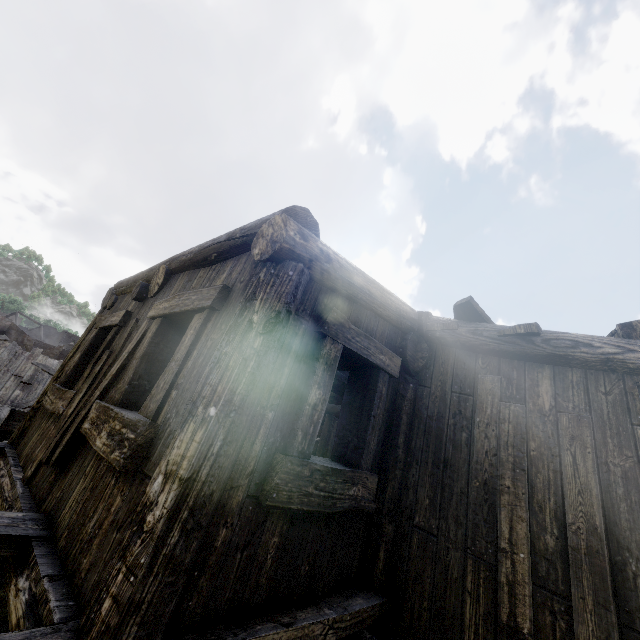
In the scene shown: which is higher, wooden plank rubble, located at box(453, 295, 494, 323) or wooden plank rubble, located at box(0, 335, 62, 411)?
wooden plank rubble, located at box(453, 295, 494, 323)

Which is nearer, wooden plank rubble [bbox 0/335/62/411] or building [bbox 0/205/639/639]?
building [bbox 0/205/639/639]

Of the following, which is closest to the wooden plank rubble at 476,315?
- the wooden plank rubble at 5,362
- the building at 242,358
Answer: the building at 242,358

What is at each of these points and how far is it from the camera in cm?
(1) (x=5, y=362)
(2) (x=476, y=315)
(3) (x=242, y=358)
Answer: (1) wooden plank rubble, 1385
(2) wooden plank rubble, 380
(3) building, 207

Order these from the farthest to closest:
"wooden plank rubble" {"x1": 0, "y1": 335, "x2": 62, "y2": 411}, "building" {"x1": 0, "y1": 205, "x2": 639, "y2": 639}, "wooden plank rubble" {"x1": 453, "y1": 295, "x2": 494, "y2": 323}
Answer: "wooden plank rubble" {"x1": 0, "y1": 335, "x2": 62, "y2": 411} → "wooden plank rubble" {"x1": 453, "y1": 295, "x2": 494, "y2": 323} → "building" {"x1": 0, "y1": 205, "x2": 639, "y2": 639}

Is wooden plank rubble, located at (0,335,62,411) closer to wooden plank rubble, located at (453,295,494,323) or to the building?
the building

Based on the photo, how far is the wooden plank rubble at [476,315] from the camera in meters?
3.8 m
